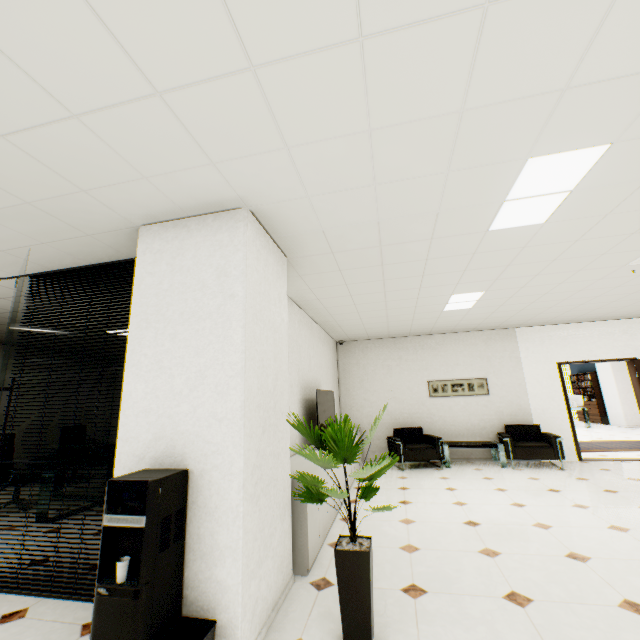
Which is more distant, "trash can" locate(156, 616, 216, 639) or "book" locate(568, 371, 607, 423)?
"book" locate(568, 371, 607, 423)

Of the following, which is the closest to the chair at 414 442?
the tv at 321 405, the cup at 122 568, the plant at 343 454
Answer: the tv at 321 405

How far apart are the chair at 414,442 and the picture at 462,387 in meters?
0.8 m

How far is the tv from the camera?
4.8 meters

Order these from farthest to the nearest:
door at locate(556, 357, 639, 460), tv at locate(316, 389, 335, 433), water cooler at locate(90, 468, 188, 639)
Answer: door at locate(556, 357, 639, 460) < tv at locate(316, 389, 335, 433) < water cooler at locate(90, 468, 188, 639)

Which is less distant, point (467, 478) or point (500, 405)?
point (467, 478)

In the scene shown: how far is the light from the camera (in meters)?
2.13

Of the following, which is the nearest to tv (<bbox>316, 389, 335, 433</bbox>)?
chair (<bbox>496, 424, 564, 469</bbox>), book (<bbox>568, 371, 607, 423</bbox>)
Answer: chair (<bbox>496, 424, 564, 469</bbox>)
